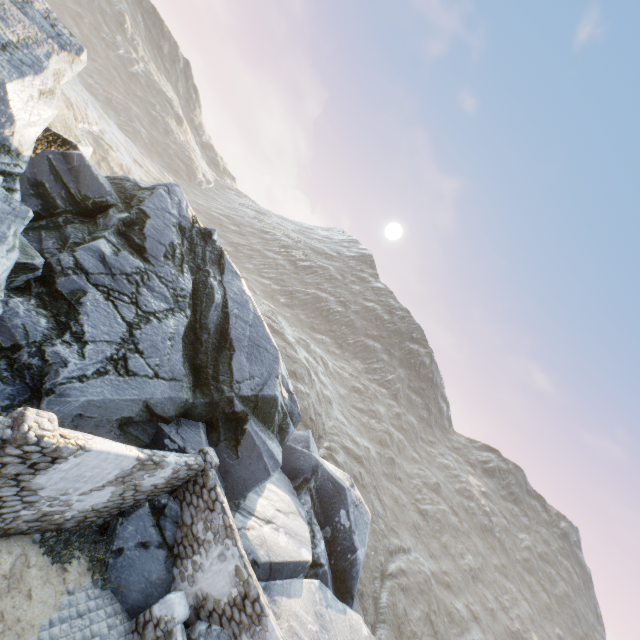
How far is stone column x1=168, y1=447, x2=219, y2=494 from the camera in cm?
1041

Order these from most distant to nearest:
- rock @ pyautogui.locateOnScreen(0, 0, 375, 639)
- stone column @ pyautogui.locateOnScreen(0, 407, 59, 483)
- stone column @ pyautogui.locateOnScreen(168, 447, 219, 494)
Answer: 1. stone column @ pyautogui.locateOnScreen(168, 447, 219, 494)
2. rock @ pyautogui.locateOnScreen(0, 0, 375, 639)
3. stone column @ pyautogui.locateOnScreen(0, 407, 59, 483)

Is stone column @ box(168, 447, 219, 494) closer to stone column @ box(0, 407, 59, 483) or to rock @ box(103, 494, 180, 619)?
rock @ box(103, 494, 180, 619)

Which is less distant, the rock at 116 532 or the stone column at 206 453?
the rock at 116 532

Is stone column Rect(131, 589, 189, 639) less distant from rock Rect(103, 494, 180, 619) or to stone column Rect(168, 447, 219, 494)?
rock Rect(103, 494, 180, 619)

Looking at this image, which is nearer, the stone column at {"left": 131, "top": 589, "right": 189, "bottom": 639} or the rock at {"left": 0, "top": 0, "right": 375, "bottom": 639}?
the stone column at {"left": 131, "top": 589, "right": 189, "bottom": 639}

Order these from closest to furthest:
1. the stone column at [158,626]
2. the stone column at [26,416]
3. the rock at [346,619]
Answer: the stone column at [26,416], the stone column at [158,626], the rock at [346,619]

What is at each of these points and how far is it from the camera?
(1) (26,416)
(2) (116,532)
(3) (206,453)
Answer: (1) stone column, 5.52m
(2) rock, 9.09m
(3) stone column, 10.67m
